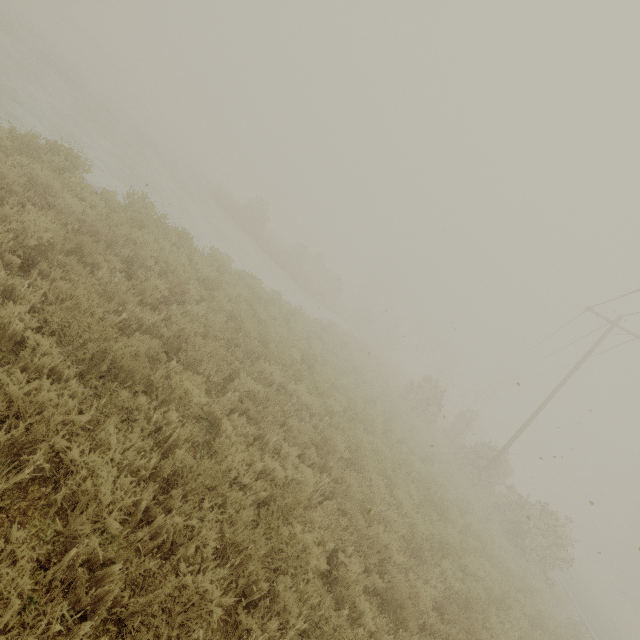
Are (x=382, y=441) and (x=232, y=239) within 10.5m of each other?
no

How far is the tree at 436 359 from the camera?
37.7 meters

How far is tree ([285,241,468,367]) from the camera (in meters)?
37.66
